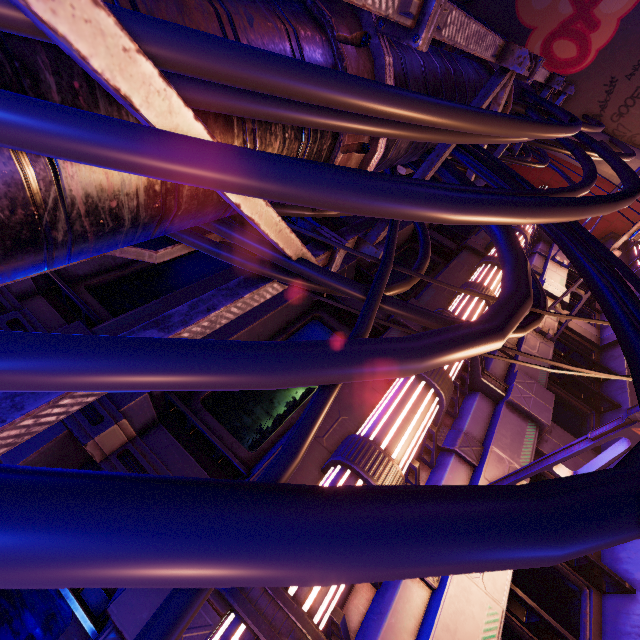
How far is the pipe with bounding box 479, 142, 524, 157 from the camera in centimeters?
695cm

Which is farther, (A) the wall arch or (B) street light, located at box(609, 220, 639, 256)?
(A) the wall arch

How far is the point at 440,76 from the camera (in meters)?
3.58

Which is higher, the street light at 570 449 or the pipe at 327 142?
the pipe at 327 142

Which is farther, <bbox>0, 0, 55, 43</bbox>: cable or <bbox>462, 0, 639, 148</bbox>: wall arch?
<bbox>462, 0, 639, 148</bbox>: wall arch

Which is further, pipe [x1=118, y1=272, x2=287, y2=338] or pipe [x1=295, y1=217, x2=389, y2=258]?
pipe [x1=295, y1=217, x2=389, y2=258]

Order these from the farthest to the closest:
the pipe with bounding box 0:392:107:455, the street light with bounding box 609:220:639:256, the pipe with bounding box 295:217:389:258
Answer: the street light with bounding box 609:220:639:256 < the pipe with bounding box 295:217:389:258 < the pipe with bounding box 0:392:107:455

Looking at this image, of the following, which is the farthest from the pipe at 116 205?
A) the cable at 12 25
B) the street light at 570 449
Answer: the street light at 570 449
